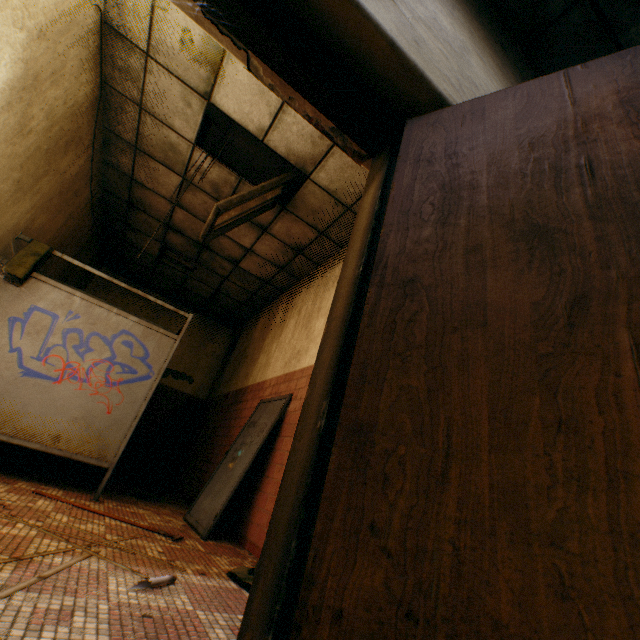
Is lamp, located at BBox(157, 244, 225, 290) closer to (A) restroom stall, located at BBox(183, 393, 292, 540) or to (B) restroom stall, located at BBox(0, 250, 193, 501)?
(B) restroom stall, located at BBox(0, 250, 193, 501)

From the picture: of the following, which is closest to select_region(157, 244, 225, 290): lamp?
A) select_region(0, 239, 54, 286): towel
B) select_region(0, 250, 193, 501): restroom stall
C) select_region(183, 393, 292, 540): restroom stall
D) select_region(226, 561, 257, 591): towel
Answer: select_region(0, 250, 193, 501): restroom stall

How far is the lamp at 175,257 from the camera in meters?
6.4

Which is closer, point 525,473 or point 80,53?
point 525,473

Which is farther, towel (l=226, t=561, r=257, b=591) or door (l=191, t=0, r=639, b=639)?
towel (l=226, t=561, r=257, b=591)

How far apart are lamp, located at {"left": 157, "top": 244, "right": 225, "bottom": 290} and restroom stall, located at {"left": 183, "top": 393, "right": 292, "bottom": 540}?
3.04m

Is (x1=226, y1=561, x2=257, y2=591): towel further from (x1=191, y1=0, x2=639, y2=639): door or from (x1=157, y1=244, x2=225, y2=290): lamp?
(x1=157, y1=244, x2=225, y2=290): lamp

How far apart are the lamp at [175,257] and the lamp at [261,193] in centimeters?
267cm
